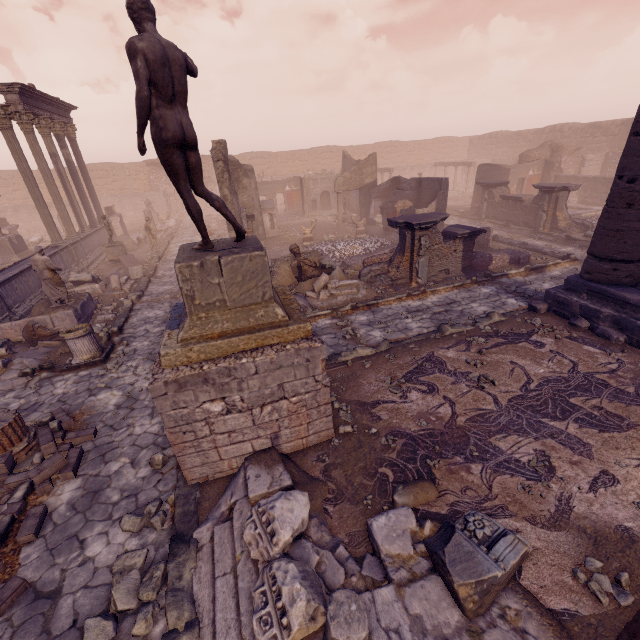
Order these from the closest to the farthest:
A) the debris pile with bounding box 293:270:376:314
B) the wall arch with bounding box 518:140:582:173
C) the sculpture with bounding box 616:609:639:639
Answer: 1. the sculpture with bounding box 616:609:639:639
2. the debris pile with bounding box 293:270:376:314
3. the wall arch with bounding box 518:140:582:173

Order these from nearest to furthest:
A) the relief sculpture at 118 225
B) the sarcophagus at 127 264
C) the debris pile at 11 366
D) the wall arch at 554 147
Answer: the debris pile at 11 366 < the sarcophagus at 127 264 < the relief sculpture at 118 225 < the wall arch at 554 147

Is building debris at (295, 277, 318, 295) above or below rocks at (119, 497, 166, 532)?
above

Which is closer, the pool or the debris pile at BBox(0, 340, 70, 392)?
the debris pile at BBox(0, 340, 70, 392)

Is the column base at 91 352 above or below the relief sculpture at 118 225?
below

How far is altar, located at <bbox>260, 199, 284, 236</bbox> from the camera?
19.1 meters

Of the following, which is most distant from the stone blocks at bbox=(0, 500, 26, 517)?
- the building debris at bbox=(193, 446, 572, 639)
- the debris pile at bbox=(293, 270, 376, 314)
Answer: the debris pile at bbox=(293, 270, 376, 314)

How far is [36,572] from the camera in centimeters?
404cm
